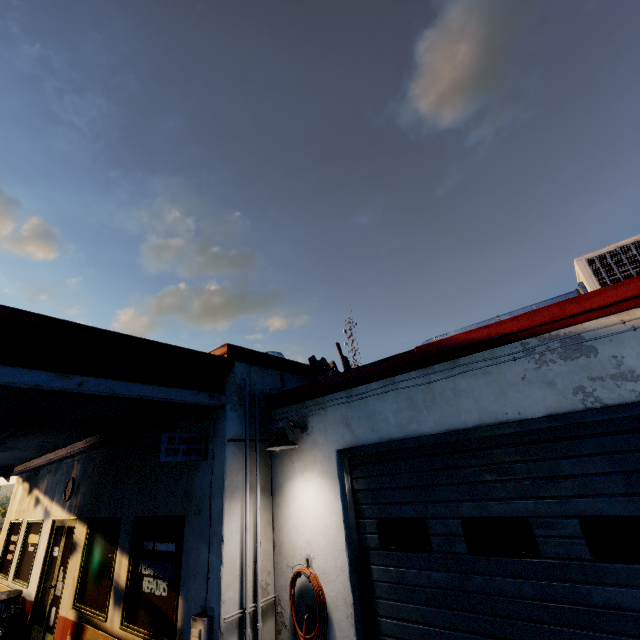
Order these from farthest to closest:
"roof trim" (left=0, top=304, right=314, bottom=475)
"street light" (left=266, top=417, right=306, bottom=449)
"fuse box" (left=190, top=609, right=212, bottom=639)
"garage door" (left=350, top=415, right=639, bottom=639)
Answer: "street light" (left=266, top=417, right=306, bottom=449)
"fuse box" (left=190, top=609, right=212, bottom=639)
"roof trim" (left=0, top=304, right=314, bottom=475)
"garage door" (left=350, top=415, right=639, bottom=639)

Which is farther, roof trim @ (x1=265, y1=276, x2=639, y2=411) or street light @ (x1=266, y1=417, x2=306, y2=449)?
street light @ (x1=266, y1=417, x2=306, y2=449)

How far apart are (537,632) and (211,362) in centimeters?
480cm

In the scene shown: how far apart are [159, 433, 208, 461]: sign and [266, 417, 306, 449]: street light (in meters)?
1.10

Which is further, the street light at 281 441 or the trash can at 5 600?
the trash can at 5 600

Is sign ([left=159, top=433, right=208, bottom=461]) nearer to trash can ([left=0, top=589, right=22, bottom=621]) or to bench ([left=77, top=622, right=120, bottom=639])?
bench ([left=77, top=622, right=120, bottom=639])

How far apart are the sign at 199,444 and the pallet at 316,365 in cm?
231

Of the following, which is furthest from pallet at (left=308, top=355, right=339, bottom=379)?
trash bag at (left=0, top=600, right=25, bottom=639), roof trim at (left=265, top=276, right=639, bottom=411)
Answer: trash bag at (left=0, top=600, right=25, bottom=639)
